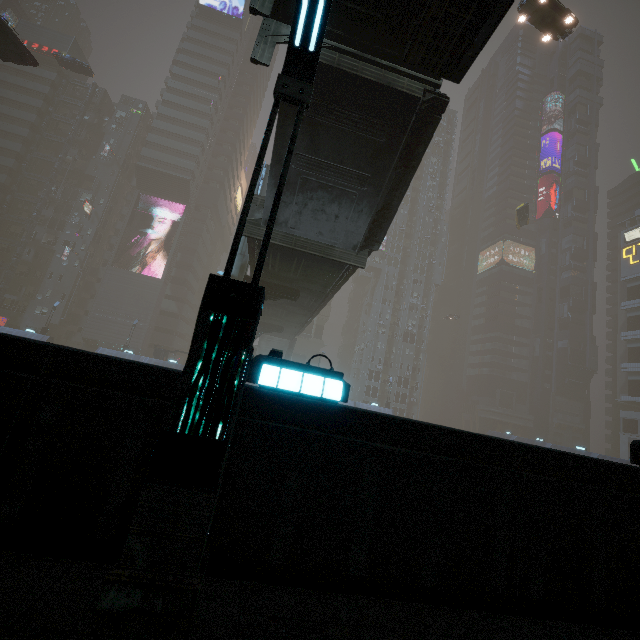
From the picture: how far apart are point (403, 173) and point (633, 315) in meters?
73.8 m

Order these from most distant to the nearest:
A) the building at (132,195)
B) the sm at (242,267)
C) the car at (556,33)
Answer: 1. the car at (556,33)
2. the sm at (242,267)
3. the building at (132,195)

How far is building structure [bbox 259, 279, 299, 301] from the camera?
19.50m

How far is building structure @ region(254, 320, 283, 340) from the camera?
33.0m

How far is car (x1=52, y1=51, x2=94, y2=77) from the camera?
41.2m

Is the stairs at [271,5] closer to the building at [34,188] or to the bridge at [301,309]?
the bridge at [301,309]

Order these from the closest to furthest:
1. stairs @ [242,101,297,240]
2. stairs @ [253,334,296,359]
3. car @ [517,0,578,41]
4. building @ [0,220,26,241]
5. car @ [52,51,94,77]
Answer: stairs @ [242,101,297,240] < car @ [517,0,578,41] < car @ [52,51,94,77] < stairs @ [253,334,296,359] < building @ [0,220,26,241]

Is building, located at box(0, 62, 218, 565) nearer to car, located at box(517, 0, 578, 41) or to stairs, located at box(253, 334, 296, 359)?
car, located at box(517, 0, 578, 41)
